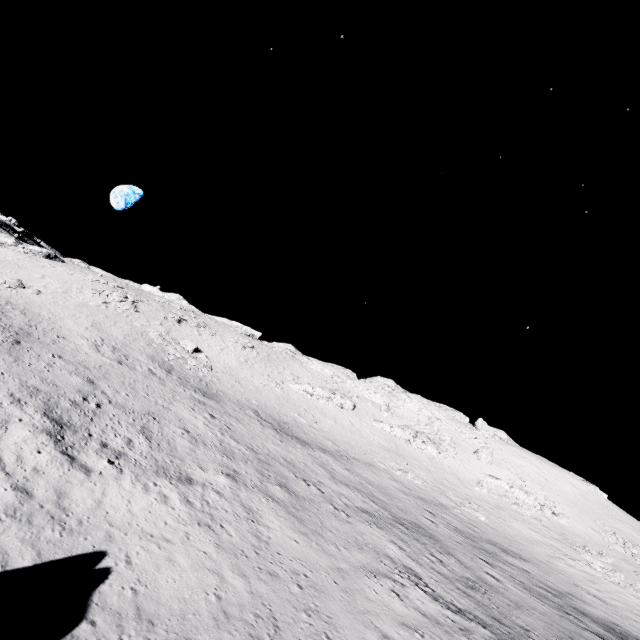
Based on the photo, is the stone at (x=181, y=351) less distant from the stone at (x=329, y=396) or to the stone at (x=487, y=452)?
the stone at (x=329, y=396)

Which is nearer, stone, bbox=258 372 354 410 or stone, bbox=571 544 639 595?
stone, bbox=571 544 639 595

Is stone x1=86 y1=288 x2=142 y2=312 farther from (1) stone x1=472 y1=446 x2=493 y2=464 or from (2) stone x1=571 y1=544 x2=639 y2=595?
(2) stone x1=571 y1=544 x2=639 y2=595

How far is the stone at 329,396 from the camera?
53.7m

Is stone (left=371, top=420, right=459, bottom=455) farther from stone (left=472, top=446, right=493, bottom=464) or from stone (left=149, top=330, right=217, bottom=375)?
stone (left=149, top=330, right=217, bottom=375)

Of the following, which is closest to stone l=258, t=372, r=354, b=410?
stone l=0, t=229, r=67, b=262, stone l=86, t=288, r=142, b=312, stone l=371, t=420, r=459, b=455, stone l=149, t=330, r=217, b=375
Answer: stone l=371, t=420, r=459, b=455

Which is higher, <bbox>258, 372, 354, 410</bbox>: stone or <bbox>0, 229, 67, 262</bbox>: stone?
<bbox>258, 372, 354, 410</bbox>: stone

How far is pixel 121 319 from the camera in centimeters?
4466cm
